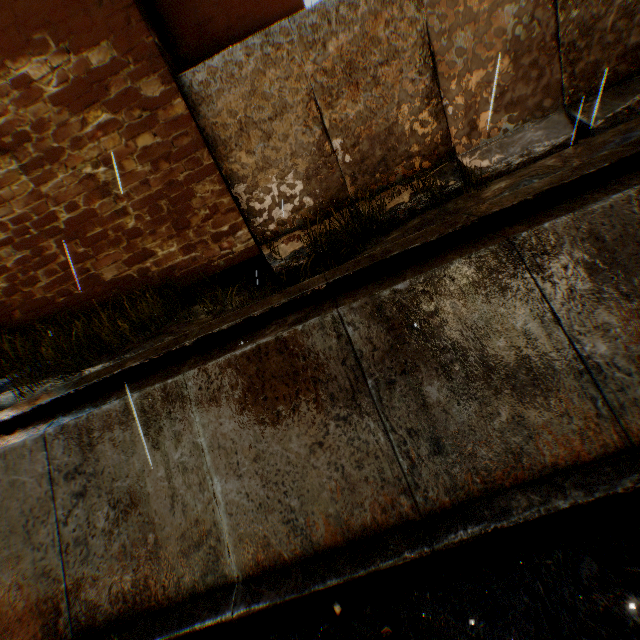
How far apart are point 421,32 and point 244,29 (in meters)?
2.95

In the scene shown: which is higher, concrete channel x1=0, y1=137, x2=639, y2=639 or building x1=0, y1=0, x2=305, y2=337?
building x1=0, y1=0, x2=305, y2=337

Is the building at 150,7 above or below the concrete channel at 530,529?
above

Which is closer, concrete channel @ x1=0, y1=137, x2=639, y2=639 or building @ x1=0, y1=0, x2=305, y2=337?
concrete channel @ x1=0, y1=137, x2=639, y2=639

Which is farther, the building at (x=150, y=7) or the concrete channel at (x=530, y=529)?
the building at (x=150, y=7)
